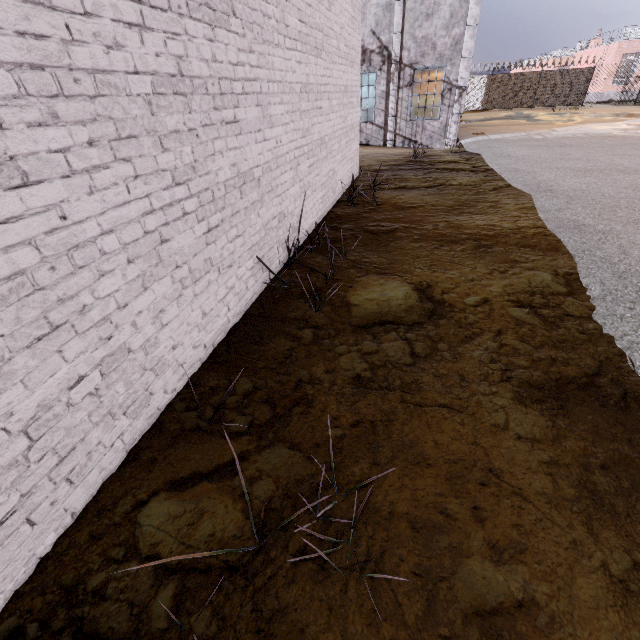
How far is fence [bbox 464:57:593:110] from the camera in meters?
28.3

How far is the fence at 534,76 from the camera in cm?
2831

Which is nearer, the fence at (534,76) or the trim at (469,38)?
the trim at (469,38)

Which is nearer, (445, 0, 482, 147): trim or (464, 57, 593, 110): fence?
(445, 0, 482, 147): trim

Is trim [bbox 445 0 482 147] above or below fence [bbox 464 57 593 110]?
above

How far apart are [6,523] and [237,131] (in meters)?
3.26
